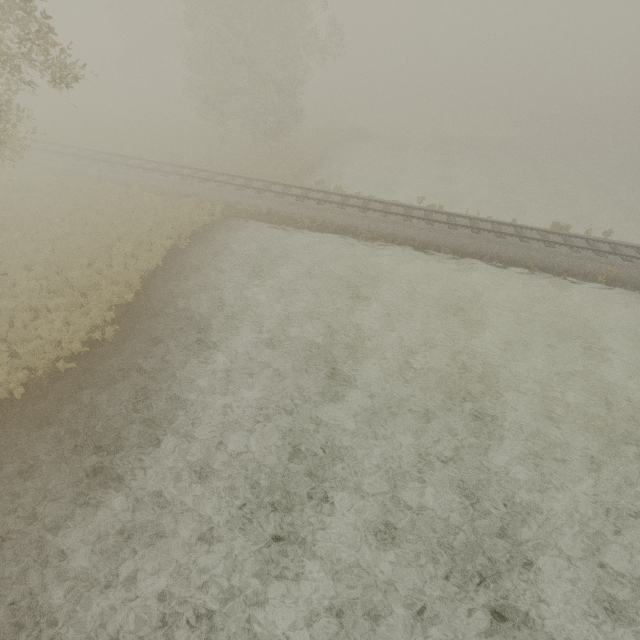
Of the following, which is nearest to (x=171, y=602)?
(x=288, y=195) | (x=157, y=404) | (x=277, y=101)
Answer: (x=157, y=404)
